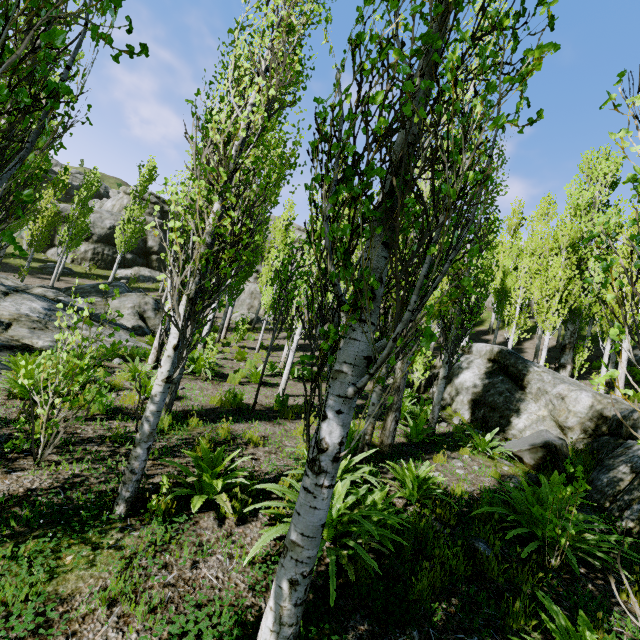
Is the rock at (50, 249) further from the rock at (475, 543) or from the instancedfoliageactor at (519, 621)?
the rock at (475, 543)

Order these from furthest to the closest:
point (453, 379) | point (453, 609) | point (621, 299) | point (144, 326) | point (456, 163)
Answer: point (144, 326), point (621, 299), point (453, 379), point (456, 163), point (453, 609)

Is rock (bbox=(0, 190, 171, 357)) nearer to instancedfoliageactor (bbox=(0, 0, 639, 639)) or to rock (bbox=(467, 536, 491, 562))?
instancedfoliageactor (bbox=(0, 0, 639, 639))

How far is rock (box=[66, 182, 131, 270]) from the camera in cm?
3316

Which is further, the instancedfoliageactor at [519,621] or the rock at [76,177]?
the rock at [76,177]

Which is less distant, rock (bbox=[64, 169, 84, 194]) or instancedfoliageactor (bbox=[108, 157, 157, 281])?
instancedfoliageactor (bbox=[108, 157, 157, 281])

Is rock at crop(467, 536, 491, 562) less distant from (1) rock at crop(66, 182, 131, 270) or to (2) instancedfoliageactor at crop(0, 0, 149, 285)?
(2) instancedfoliageactor at crop(0, 0, 149, 285)
